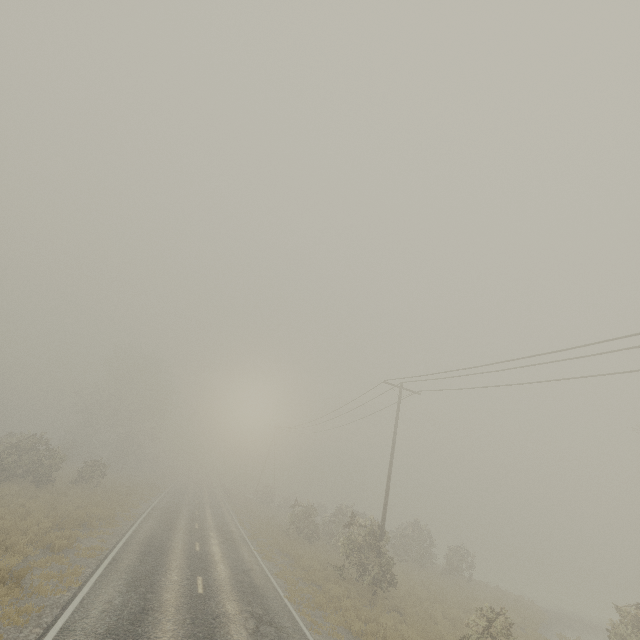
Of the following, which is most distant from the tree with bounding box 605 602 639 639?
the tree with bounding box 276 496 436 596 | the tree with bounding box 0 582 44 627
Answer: the tree with bounding box 276 496 436 596

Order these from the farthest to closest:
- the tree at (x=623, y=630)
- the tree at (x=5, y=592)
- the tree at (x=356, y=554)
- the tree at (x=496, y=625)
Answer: the tree at (x=356, y=554) → the tree at (x=623, y=630) → the tree at (x=496, y=625) → the tree at (x=5, y=592)

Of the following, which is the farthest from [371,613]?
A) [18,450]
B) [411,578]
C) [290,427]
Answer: [290,427]

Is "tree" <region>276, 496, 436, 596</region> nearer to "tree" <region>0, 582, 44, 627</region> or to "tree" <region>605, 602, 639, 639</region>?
"tree" <region>0, 582, 44, 627</region>

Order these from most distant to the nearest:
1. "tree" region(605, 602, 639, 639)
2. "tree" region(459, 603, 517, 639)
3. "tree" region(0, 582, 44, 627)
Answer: "tree" region(605, 602, 639, 639) < "tree" region(459, 603, 517, 639) < "tree" region(0, 582, 44, 627)

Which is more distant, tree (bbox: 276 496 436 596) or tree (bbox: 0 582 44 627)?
tree (bbox: 276 496 436 596)

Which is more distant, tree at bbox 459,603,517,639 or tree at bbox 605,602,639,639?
tree at bbox 605,602,639,639

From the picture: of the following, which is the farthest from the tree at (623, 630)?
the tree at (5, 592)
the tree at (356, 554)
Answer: the tree at (356, 554)
